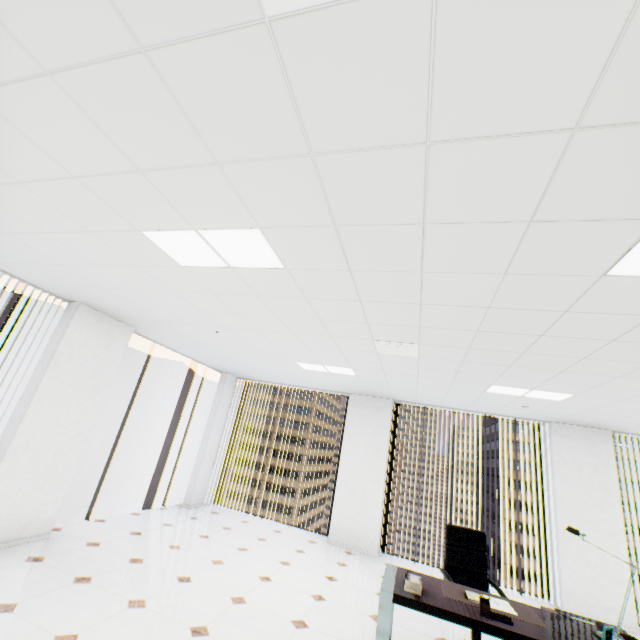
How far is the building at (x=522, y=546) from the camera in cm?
5444

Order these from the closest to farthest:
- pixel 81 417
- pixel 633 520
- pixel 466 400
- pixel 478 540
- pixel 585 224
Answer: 1. pixel 585 224
2. pixel 478 540
3. pixel 81 417
4. pixel 466 400
5. pixel 633 520

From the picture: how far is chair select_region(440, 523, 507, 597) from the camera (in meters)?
3.72

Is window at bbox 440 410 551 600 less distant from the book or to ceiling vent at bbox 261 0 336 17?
the book

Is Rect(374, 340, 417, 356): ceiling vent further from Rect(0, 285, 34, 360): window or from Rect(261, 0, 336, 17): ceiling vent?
Rect(0, 285, 34, 360): window

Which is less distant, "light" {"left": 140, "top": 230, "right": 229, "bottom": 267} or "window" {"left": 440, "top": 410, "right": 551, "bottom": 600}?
"light" {"left": 140, "top": 230, "right": 229, "bottom": 267}

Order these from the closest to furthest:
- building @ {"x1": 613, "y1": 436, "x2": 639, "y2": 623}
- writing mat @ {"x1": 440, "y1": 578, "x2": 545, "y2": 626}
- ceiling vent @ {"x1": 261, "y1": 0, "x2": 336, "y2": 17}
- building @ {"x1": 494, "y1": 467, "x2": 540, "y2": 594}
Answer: ceiling vent @ {"x1": 261, "y1": 0, "x2": 336, "y2": 17} → writing mat @ {"x1": 440, "y1": 578, "x2": 545, "y2": 626} → building @ {"x1": 613, "y1": 436, "x2": 639, "y2": 623} → building @ {"x1": 494, "y1": 467, "x2": 540, "y2": 594}

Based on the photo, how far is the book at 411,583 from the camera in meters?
2.8
